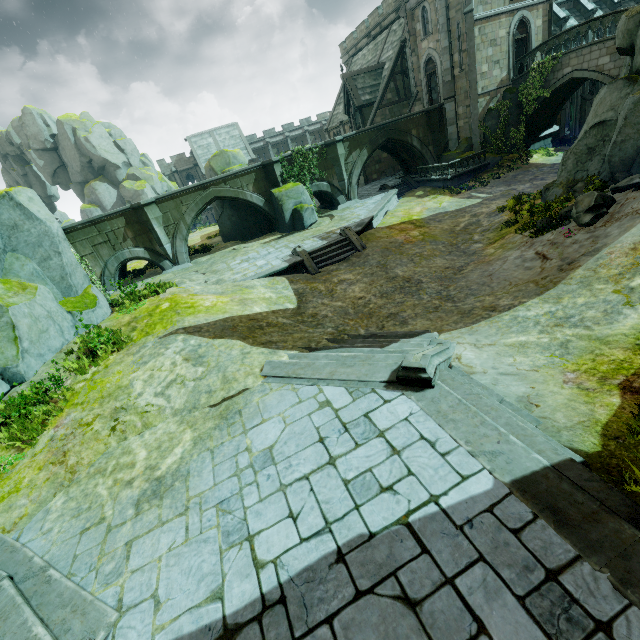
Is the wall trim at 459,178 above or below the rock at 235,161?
below

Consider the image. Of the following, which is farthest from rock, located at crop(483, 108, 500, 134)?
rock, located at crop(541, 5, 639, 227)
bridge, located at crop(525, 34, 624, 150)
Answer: rock, located at crop(541, 5, 639, 227)

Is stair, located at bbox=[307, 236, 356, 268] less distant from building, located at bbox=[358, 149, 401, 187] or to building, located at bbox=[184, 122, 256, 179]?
building, located at bbox=[358, 149, 401, 187]

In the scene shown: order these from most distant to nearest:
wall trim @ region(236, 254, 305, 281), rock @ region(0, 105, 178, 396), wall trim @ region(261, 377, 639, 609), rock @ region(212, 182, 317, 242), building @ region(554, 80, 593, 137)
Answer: building @ region(554, 80, 593, 137) → rock @ region(212, 182, 317, 242) → wall trim @ region(236, 254, 305, 281) → rock @ region(0, 105, 178, 396) → wall trim @ region(261, 377, 639, 609)

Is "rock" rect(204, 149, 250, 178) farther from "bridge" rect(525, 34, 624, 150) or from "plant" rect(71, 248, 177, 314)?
"bridge" rect(525, 34, 624, 150)

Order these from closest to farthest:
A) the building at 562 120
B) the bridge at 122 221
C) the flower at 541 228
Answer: the flower at 541 228
the bridge at 122 221
the building at 562 120

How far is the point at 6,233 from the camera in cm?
1145

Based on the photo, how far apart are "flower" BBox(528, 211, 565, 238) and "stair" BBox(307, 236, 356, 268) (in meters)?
7.97
